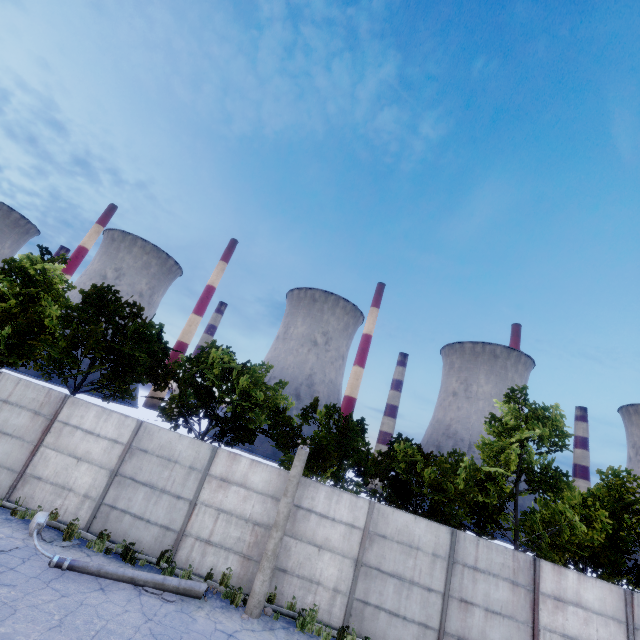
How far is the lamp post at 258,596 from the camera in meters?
9.1

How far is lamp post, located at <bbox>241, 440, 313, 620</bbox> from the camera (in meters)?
9.14

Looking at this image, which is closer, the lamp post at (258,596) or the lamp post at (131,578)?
the lamp post at (131,578)

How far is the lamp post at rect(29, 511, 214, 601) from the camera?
8.2m

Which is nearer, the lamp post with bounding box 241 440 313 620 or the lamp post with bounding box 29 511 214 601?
the lamp post with bounding box 29 511 214 601

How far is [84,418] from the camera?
11.87m
